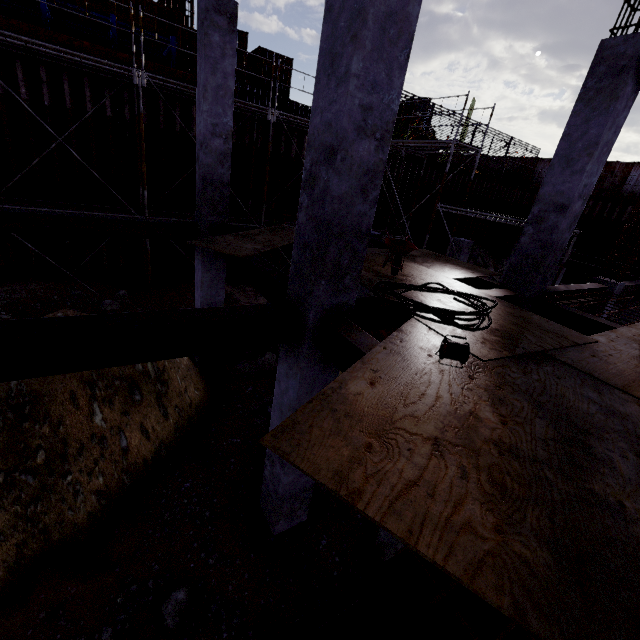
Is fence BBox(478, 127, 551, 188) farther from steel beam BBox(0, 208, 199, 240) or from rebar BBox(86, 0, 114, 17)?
steel beam BBox(0, 208, 199, 240)

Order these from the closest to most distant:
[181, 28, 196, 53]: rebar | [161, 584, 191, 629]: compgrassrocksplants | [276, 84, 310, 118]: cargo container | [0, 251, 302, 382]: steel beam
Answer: [0, 251, 302, 382]: steel beam
[161, 584, 191, 629]: compgrassrocksplants
[181, 28, 196, 53]: rebar
[276, 84, 310, 118]: cargo container

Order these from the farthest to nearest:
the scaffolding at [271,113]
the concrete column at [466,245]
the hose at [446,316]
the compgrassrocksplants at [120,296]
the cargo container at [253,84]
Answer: the cargo container at [253,84]
the concrete column at [466,245]
the scaffolding at [271,113]
the compgrassrocksplants at [120,296]
the hose at [446,316]

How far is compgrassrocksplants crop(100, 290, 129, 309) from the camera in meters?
9.9 m

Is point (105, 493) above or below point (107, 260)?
below

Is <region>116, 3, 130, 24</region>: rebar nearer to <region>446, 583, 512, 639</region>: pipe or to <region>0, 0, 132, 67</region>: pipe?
<region>0, 0, 132, 67</region>: pipe

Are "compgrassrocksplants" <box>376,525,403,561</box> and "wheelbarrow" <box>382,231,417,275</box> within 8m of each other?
yes

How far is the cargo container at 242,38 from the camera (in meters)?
18.83
